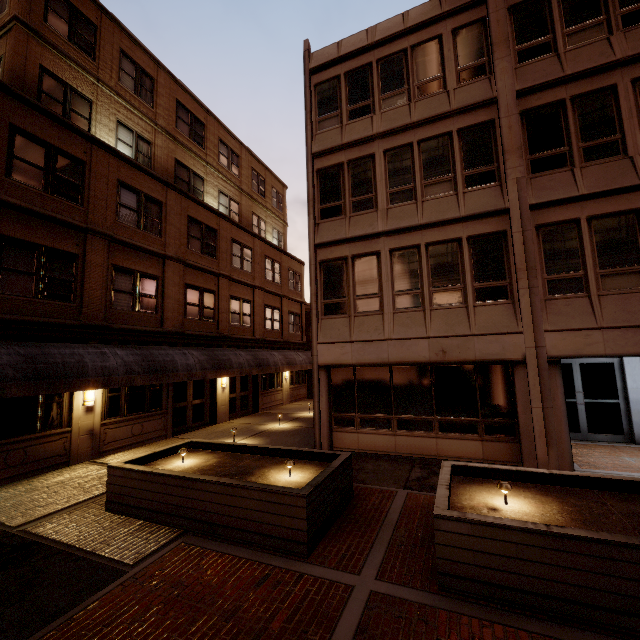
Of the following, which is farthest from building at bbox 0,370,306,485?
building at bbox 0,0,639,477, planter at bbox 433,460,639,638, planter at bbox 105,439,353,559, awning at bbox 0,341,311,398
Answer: planter at bbox 433,460,639,638

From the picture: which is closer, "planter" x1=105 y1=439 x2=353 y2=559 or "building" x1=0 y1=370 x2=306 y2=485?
"planter" x1=105 y1=439 x2=353 y2=559

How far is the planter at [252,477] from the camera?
5.4m

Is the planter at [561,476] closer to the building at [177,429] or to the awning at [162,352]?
the awning at [162,352]

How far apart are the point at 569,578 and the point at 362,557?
2.78m

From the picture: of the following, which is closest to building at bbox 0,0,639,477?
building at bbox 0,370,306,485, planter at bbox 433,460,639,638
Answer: planter at bbox 433,460,639,638

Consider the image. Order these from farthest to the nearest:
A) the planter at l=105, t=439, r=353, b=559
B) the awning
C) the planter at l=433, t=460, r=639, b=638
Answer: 1. the awning
2. the planter at l=105, t=439, r=353, b=559
3. the planter at l=433, t=460, r=639, b=638

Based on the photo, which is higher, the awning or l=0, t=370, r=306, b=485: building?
the awning
